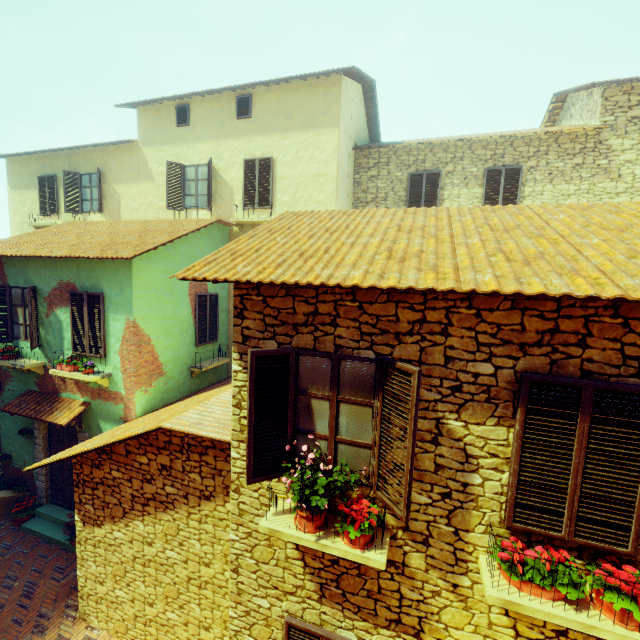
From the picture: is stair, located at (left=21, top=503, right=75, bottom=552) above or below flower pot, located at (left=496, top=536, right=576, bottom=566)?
below

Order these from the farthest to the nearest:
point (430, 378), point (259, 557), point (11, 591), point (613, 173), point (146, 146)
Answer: point (146, 146) < point (613, 173) < point (11, 591) < point (259, 557) < point (430, 378)

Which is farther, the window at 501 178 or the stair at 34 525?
the window at 501 178

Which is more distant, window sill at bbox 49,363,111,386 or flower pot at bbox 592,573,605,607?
window sill at bbox 49,363,111,386

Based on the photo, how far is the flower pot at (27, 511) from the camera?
9.1m

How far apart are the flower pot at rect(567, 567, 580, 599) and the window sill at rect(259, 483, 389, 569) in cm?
110

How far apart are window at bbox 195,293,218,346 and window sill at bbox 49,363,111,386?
2.41m

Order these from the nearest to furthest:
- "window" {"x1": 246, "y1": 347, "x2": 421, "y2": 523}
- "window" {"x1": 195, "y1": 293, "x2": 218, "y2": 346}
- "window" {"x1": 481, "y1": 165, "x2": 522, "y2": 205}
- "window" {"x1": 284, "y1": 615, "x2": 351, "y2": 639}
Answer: "window" {"x1": 246, "y1": 347, "x2": 421, "y2": 523}
"window" {"x1": 284, "y1": 615, "x2": 351, "y2": 639}
"window" {"x1": 195, "y1": 293, "x2": 218, "y2": 346}
"window" {"x1": 481, "y1": 165, "x2": 522, "y2": 205}
